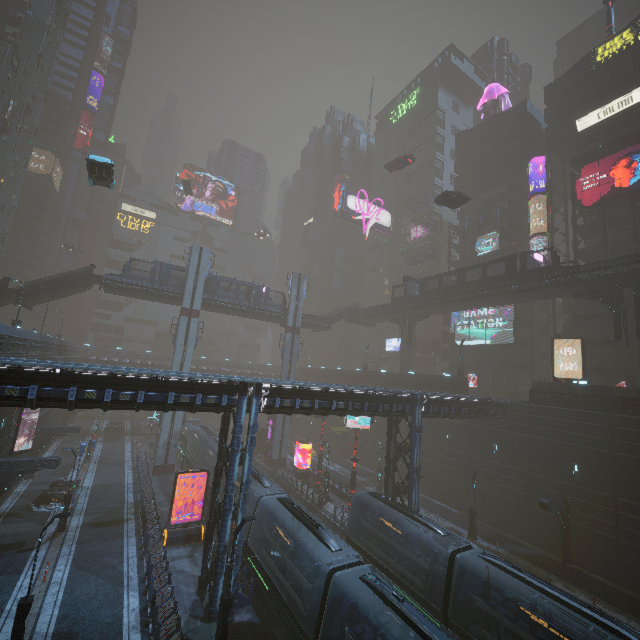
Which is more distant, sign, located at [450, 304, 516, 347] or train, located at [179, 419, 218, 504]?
Answer: sign, located at [450, 304, 516, 347]

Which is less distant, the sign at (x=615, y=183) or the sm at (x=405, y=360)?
the sign at (x=615, y=183)

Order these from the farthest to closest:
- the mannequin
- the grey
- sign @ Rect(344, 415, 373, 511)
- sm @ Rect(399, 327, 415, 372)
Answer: the mannequin, sm @ Rect(399, 327, 415, 372), the grey, sign @ Rect(344, 415, 373, 511)

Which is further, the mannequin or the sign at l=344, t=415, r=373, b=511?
the mannequin

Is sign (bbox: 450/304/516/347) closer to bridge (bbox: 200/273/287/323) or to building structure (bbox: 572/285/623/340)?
building structure (bbox: 572/285/623/340)

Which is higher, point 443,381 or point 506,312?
point 506,312

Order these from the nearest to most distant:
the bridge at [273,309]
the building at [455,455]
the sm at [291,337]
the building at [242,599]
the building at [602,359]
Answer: the building at [455,455], the building at [242,599], the building at [602,359], the bridge at [273,309], the sm at [291,337]

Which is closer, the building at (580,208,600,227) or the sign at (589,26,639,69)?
the sign at (589,26,639,69)
